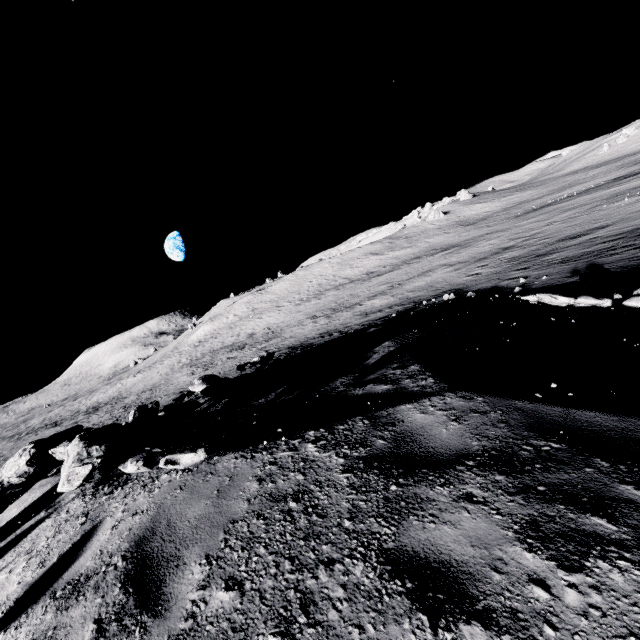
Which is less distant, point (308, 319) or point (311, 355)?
point (311, 355)

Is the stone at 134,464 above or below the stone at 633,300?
above

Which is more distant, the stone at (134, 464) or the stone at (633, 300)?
the stone at (633, 300)

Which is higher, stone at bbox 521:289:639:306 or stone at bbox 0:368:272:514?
stone at bbox 0:368:272:514

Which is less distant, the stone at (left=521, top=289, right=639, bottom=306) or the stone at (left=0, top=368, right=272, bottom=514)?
the stone at (left=0, top=368, right=272, bottom=514)
